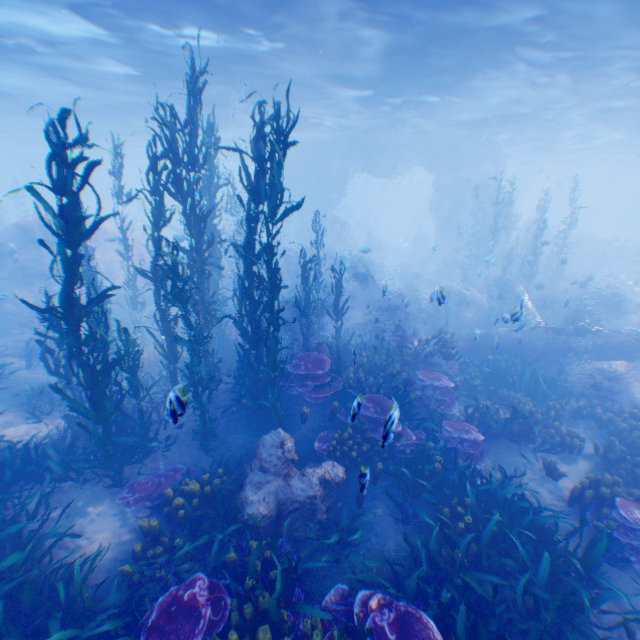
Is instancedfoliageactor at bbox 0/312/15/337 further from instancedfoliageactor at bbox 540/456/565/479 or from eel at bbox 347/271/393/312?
eel at bbox 347/271/393/312

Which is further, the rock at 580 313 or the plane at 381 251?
the plane at 381 251

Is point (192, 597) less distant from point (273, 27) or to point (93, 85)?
point (273, 27)

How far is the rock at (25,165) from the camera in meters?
45.9 m

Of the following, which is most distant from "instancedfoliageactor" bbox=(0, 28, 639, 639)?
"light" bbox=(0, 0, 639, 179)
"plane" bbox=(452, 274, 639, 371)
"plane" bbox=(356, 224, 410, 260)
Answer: "plane" bbox=(356, 224, 410, 260)

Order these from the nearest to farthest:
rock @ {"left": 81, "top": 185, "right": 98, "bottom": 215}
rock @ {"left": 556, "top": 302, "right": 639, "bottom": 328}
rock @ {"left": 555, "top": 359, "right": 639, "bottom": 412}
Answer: rock @ {"left": 555, "top": 359, "right": 639, "bottom": 412} → rock @ {"left": 556, "top": 302, "right": 639, "bottom": 328} → rock @ {"left": 81, "top": 185, "right": 98, "bottom": 215}

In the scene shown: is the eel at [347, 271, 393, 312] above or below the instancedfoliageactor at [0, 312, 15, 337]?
above

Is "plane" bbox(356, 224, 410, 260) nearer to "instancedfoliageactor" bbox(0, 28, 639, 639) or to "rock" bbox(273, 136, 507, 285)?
"rock" bbox(273, 136, 507, 285)
